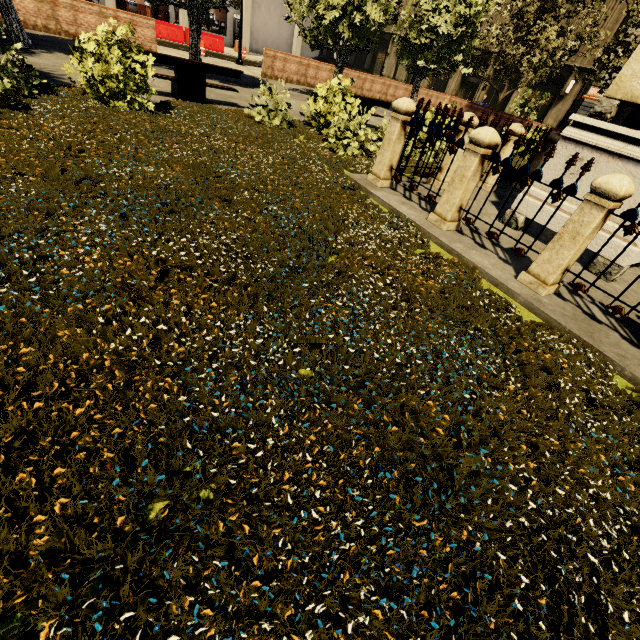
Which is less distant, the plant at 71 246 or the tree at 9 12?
the plant at 71 246

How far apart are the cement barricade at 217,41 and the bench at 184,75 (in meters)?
19.00

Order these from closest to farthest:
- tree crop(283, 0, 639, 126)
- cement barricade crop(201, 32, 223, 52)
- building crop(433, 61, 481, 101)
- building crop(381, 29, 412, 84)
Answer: tree crop(283, 0, 639, 126)
cement barricade crop(201, 32, 223, 52)
building crop(433, 61, 481, 101)
building crop(381, 29, 412, 84)

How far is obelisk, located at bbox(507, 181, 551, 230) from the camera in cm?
537

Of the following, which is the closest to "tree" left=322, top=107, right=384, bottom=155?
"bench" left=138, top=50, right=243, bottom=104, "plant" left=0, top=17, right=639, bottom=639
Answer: "plant" left=0, top=17, right=639, bottom=639

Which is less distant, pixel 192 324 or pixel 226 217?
pixel 192 324

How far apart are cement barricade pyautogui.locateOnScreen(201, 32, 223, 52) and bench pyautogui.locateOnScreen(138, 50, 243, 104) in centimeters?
1900cm
